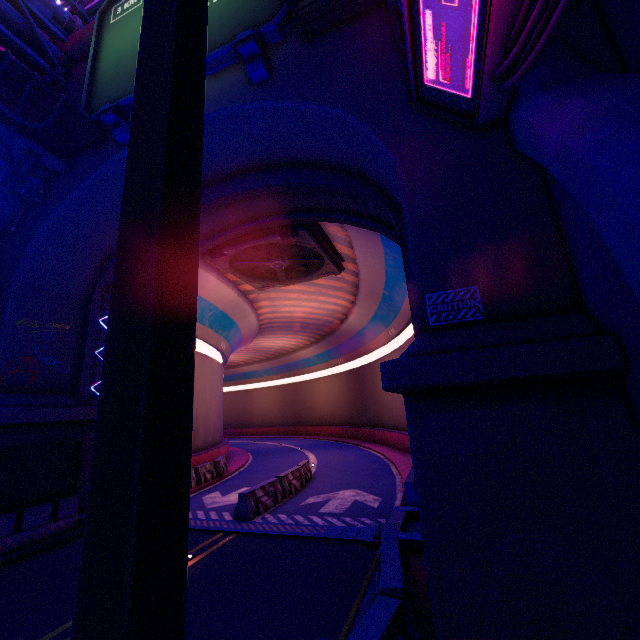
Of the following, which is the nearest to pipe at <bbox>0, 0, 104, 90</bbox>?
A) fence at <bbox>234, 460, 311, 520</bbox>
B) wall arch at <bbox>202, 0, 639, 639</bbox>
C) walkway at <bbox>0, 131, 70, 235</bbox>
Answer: wall arch at <bbox>202, 0, 639, 639</bbox>

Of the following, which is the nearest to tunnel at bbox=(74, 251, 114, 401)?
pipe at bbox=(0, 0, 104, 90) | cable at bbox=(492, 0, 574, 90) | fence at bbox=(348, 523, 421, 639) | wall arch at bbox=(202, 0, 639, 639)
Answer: wall arch at bbox=(202, 0, 639, 639)

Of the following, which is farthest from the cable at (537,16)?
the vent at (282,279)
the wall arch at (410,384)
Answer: the vent at (282,279)

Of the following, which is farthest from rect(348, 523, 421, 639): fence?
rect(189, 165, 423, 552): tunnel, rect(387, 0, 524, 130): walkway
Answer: rect(387, 0, 524, 130): walkway

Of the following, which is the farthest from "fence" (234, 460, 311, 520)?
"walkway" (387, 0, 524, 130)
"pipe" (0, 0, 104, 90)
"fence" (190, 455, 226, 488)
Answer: "pipe" (0, 0, 104, 90)

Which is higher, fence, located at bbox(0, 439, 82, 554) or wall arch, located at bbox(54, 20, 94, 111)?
wall arch, located at bbox(54, 20, 94, 111)

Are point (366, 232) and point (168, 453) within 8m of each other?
no

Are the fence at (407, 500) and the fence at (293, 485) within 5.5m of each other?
yes
